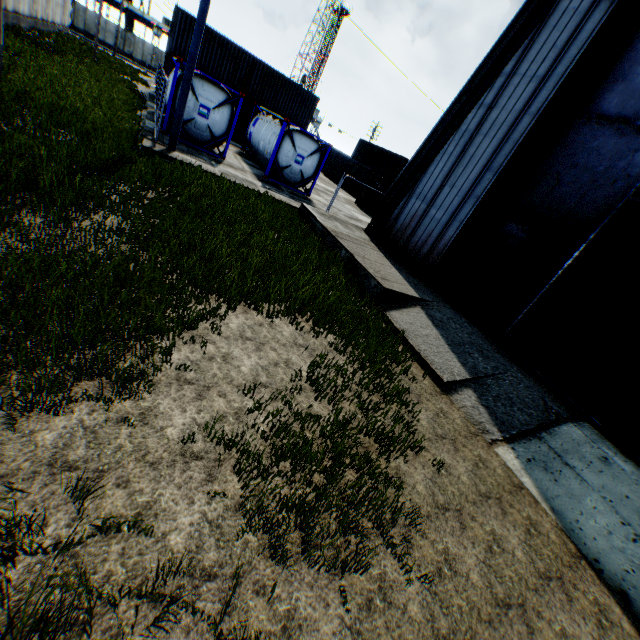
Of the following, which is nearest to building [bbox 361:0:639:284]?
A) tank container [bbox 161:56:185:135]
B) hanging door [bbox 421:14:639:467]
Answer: hanging door [bbox 421:14:639:467]

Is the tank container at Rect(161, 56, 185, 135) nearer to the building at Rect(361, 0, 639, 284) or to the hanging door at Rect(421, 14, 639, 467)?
the building at Rect(361, 0, 639, 284)

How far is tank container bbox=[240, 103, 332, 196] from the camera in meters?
17.0

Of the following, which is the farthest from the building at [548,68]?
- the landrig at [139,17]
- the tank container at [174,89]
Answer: the landrig at [139,17]

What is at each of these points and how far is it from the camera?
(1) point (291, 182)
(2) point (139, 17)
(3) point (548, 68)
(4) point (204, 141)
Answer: (1) tank container, 18.38m
(2) landrig, 53.22m
(3) building, 9.33m
(4) tank container, 15.62m

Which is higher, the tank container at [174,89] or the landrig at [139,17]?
the landrig at [139,17]
